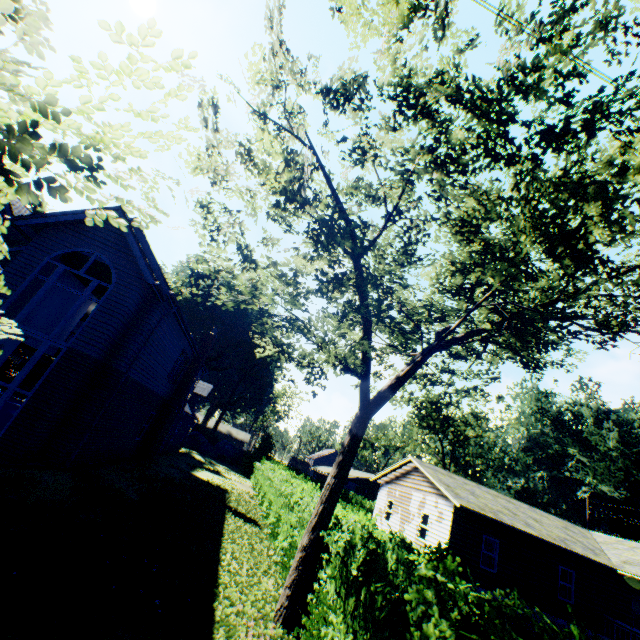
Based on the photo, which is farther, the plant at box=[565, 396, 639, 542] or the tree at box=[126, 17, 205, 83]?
the plant at box=[565, 396, 639, 542]

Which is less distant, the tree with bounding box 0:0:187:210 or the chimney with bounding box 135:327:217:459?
the tree with bounding box 0:0:187:210

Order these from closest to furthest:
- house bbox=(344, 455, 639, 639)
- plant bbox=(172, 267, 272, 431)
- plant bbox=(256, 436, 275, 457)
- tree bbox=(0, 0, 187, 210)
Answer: tree bbox=(0, 0, 187, 210) < house bbox=(344, 455, 639, 639) < plant bbox=(256, 436, 275, 457) < plant bbox=(172, 267, 272, 431)

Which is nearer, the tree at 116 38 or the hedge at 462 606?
the tree at 116 38

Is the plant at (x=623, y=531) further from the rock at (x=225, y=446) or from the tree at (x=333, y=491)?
the tree at (x=333, y=491)

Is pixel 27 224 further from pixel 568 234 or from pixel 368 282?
pixel 568 234

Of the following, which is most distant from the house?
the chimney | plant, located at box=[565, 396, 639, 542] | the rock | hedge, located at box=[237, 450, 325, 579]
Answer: plant, located at box=[565, 396, 639, 542]

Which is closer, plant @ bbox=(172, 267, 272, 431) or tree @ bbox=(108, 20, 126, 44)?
tree @ bbox=(108, 20, 126, 44)
